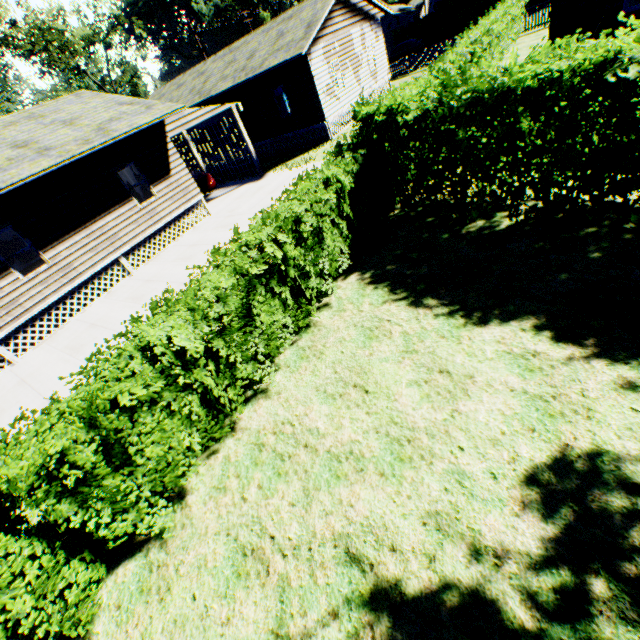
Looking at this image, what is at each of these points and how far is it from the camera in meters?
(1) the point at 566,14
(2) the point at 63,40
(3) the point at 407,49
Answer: (1) house, 10.5
(2) tree, 38.0
(3) car, 36.8

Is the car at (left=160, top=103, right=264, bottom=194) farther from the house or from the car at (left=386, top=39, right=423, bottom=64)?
the car at (left=386, top=39, right=423, bottom=64)

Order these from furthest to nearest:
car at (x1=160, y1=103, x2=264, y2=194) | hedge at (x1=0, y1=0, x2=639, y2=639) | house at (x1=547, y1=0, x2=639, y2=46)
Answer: car at (x1=160, y1=103, x2=264, y2=194), house at (x1=547, y1=0, x2=639, y2=46), hedge at (x1=0, y1=0, x2=639, y2=639)

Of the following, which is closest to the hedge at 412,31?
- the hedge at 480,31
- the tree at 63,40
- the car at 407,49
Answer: the car at 407,49

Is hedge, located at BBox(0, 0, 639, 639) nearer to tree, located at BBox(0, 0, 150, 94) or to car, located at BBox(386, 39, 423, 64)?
car, located at BBox(386, 39, 423, 64)

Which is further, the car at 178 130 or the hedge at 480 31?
the car at 178 130

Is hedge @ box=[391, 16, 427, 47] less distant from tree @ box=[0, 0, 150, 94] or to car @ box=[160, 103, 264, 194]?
car @ box=[160, 103, 264, 194]

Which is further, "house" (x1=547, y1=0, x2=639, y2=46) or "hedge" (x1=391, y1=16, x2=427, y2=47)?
"hedge" (x1=391, y1=16, x2=427, y2=47)
